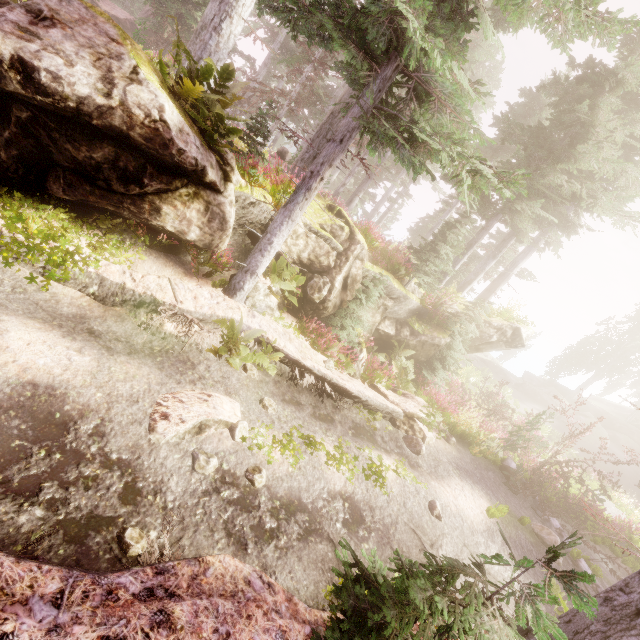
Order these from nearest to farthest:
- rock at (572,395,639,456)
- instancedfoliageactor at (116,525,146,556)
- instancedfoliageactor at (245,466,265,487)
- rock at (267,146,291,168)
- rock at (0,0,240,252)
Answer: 1. instancedfoliageactor at (116,525,146,556)
2. rock at (0,0,240,252)
3. instancedfoliageactor at (245,466,265,487)
4. rock at (267,146,291,168)
5. rock at (572,395,639,456)

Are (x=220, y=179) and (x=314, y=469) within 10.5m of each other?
yes

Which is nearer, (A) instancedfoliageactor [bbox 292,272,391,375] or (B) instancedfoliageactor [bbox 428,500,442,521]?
(B) instancedfoliageactor [bbox 428,500,442,521]

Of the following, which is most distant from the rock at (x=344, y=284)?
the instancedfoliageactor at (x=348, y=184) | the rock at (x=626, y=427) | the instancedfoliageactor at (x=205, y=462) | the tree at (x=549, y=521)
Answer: the rock at (x=626, y=427)

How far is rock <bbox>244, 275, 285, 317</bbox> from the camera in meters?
8.8 m

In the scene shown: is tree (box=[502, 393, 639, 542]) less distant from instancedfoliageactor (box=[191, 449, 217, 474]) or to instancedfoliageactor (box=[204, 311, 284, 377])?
instancedfoliageactor (box=[204, 311, 284, 377])

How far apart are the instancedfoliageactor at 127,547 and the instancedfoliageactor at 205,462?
1.1 meters
